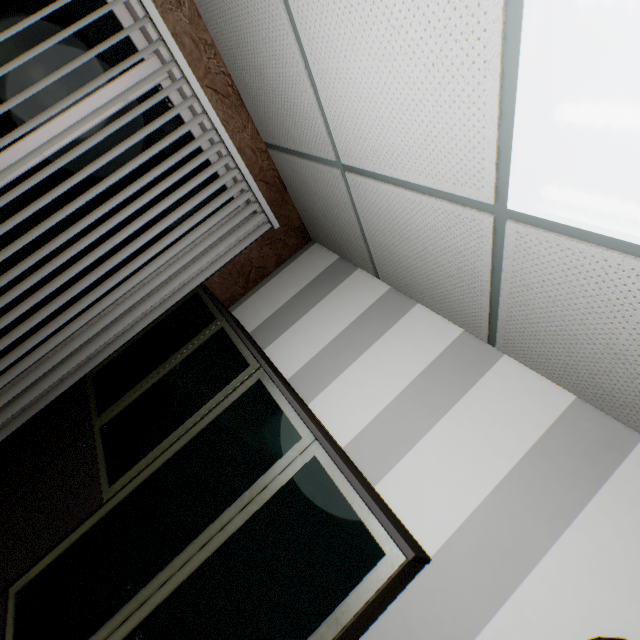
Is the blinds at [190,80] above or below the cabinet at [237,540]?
above

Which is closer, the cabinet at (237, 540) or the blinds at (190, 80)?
the cabinet at (237, 540)

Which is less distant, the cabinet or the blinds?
the cabinet

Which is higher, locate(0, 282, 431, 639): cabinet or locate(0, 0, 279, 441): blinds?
locate(0, 0, 279, 441): blinds

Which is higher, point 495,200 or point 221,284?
point 495,200
